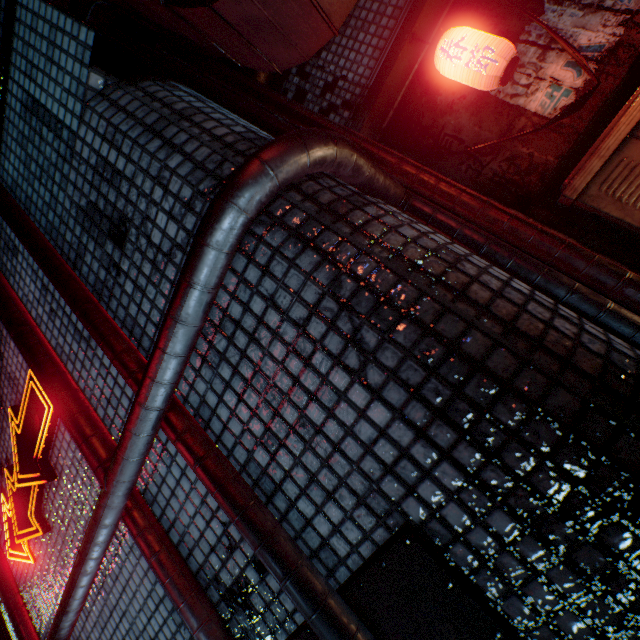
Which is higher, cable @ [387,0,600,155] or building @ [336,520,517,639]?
cable @ [387,0,600,155]

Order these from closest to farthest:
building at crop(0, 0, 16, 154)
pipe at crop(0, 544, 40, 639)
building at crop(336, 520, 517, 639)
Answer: building at crop(336, 520, 517, 639), building at crop(0, 0, 16, 154), pipe at crop(0, 544, 40, 639)

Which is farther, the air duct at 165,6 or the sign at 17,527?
the sign at 17,527

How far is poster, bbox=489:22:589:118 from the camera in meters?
2.0

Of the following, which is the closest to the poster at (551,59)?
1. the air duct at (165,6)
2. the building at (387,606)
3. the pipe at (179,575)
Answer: the pipe at (179,575)

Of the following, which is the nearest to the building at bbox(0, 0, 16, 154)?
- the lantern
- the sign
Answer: the sign

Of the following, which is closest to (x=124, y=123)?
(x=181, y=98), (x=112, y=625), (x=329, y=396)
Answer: (x=181, y=98)

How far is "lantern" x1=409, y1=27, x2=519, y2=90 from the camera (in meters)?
1.96
